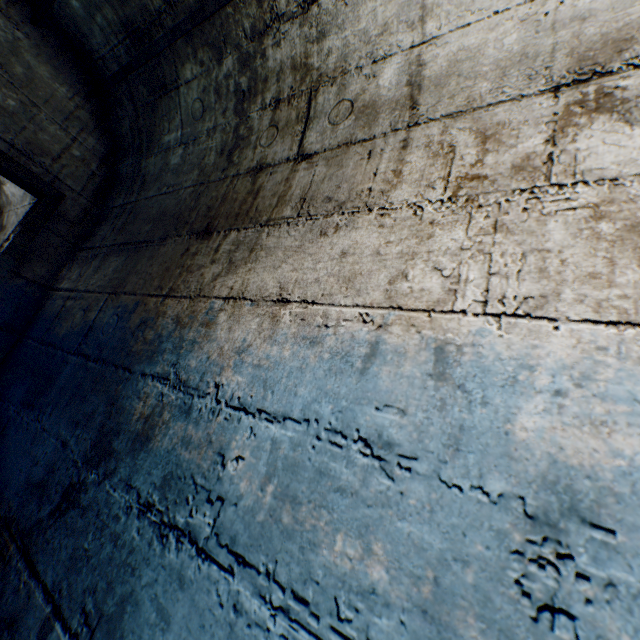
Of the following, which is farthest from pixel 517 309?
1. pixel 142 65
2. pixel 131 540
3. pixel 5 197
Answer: pixel 5 197
